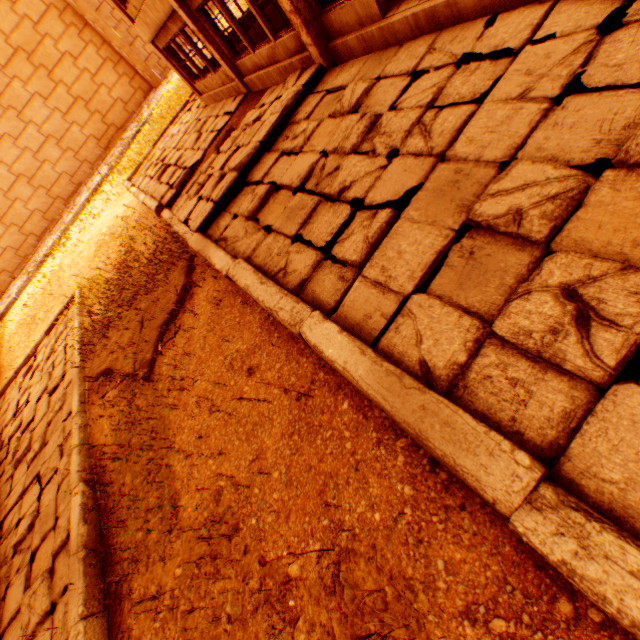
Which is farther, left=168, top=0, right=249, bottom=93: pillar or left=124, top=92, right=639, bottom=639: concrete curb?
left=168, top=0, right=249, bottom=93: pillar

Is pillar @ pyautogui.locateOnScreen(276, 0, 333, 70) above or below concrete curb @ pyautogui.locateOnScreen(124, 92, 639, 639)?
above

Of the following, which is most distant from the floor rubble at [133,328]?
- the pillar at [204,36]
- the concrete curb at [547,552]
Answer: the pillar at [204,36]

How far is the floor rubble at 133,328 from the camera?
7.1m

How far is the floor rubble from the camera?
7.1 meters

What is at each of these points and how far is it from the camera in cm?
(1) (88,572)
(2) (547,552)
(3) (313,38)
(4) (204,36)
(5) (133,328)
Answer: (1) concrete curb, 511
(2) concrete curb, 176
(3) pillar, 700
(4) pillar, 985
(5) floor rubble, 816

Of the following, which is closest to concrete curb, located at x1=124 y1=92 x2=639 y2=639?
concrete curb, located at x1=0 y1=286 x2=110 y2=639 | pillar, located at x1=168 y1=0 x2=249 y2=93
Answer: concrete curb, located at x1=0 y1=286 x2=110 y2=639
